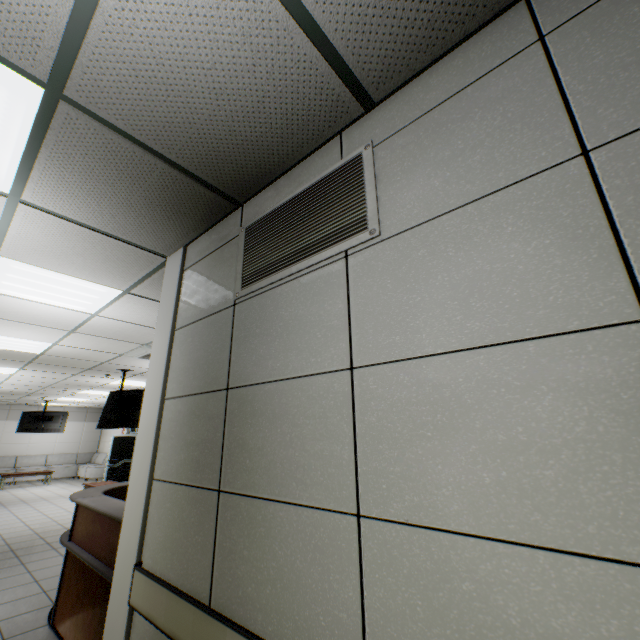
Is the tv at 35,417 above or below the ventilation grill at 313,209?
below

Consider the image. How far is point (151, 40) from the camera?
1.2 meters

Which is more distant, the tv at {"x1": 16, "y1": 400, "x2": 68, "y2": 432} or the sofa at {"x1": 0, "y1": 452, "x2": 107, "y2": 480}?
the sofa at {"x1": 0, "y1": 452, "x2": 107, "y2": 480}

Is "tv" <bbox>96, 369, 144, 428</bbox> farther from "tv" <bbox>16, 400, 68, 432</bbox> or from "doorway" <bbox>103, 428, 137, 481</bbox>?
"tv" <bbox>16, 400, 68, 432</bbox>

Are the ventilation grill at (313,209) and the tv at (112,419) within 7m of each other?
yes

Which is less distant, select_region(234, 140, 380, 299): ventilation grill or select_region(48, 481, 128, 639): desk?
select_region(234, 140, 380, 299): ventilation grill

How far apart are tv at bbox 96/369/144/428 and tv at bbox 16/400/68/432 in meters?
8.3 m

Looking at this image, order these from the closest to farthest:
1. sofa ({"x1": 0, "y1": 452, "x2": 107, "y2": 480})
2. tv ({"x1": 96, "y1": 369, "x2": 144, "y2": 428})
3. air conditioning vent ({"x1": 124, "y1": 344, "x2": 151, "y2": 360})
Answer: air conditioning vent ({"x1": 124, "y1": 344, "x2": 151, "y2": 360}), tv ({"x1": 96, "y1": 369, "x2": 144, "y2": 428}), sofa ({"x1": 0, "y1": 452, "x2": 107, "y2": 480})
